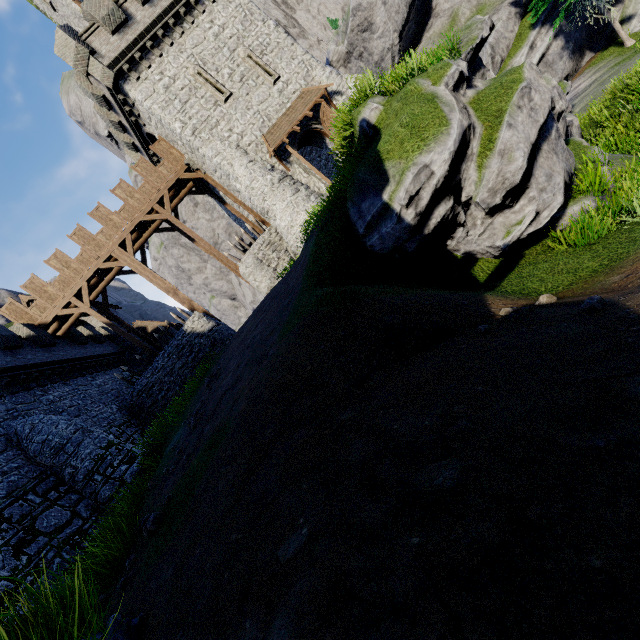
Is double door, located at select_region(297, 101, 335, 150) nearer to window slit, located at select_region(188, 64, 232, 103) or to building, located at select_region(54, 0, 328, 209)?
building, located at select_region(54, 0, 328, 209)

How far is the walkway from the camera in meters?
20.6 m

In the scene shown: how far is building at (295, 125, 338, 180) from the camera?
21.0 meters

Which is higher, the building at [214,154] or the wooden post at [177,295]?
the building at [214,154]

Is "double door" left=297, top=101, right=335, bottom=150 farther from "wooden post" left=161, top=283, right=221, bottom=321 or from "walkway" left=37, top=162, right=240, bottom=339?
"wooden post" left=161, top=283, right=221, bottom=321

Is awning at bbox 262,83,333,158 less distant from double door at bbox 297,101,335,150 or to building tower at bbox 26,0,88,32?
double door at bbox 297,101,335,150

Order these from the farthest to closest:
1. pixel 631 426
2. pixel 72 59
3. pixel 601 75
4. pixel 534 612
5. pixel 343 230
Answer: pixel 601 75 < pixel 72 59 < pixel 343 230 < pixel 631 426 < pixel 534 612

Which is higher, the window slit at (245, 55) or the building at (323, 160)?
the window slit at (245, 55)
